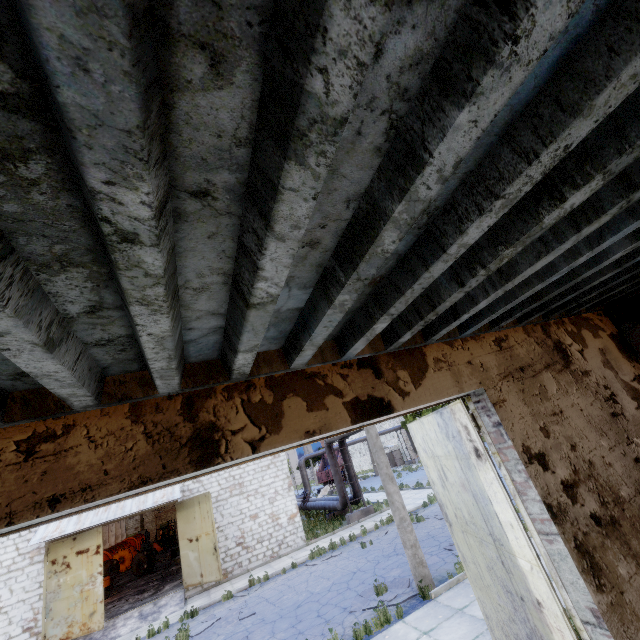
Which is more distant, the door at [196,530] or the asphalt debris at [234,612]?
the door at [196,530]

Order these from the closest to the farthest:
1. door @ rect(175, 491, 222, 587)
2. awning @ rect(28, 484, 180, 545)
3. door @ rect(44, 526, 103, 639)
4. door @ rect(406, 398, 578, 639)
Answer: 1. door @ rect(406, 398, 578, 639)
2. door @ rect(44, 526, 103, 639)
3. awning @ rect(28, 484, 180, 545)
4. door @ rect(175, 491, 222, 587)

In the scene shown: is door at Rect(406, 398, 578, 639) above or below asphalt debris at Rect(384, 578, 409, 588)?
above

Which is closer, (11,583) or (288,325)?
(288,325)

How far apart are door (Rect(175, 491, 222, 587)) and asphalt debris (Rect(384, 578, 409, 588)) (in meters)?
8.64

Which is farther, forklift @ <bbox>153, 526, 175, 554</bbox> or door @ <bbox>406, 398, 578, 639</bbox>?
forklift @ <bbox>153, 526, 175, 554</bbox>

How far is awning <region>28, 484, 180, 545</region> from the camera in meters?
14.4

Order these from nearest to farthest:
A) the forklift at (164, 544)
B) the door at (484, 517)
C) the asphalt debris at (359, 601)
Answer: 1. the door at (484, 517)
2. the asphalt debris at (359, 601)
3. the forklift at (164, 544)
